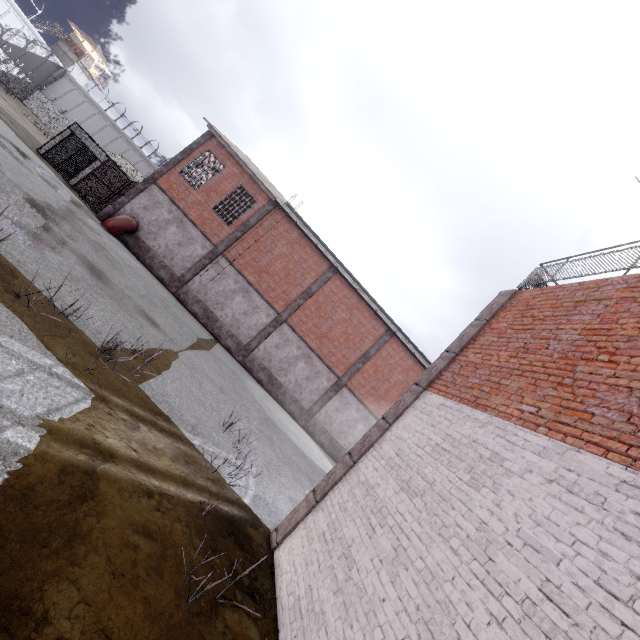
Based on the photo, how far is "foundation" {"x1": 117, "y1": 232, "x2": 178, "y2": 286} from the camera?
19.8m

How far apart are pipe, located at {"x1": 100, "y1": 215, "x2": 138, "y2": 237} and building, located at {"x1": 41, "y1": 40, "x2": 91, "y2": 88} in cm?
5460

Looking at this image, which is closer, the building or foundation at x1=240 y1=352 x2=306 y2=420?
foundation at x1=240 y1=352 x2=306 y2=420

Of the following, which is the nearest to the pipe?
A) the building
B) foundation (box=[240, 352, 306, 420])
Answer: foundation (box=[240, 352, 306, 420])

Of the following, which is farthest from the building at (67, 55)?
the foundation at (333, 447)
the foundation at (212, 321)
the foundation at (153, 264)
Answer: the foundation at (333, 447)

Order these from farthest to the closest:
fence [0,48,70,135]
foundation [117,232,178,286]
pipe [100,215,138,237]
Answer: fence [0,48,70,135], foundation [117,232,178,286], pipe [100,215,138,237]

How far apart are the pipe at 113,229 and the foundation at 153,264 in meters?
0.1

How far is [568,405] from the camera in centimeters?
381cm
